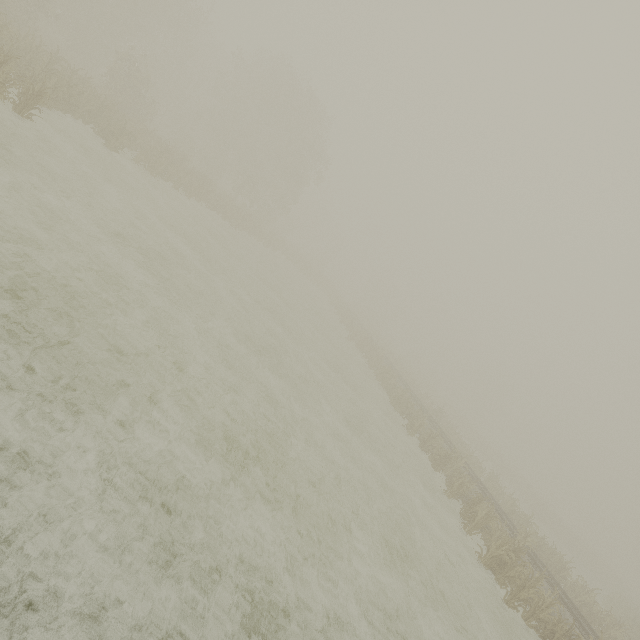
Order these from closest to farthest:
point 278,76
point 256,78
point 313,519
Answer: point 313,519
point 256,78
point 278,76
